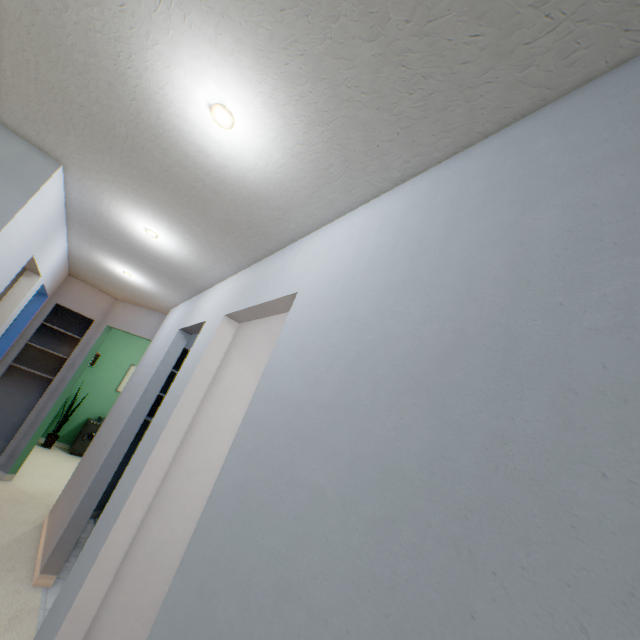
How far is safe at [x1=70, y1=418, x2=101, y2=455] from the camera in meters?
5.9

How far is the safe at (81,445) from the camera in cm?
591

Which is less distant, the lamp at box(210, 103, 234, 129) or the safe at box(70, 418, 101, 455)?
the lamp at box(210, 103, 234, 129)

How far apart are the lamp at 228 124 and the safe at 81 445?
6.8 meters

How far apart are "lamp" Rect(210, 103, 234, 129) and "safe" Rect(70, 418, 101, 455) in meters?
6.8

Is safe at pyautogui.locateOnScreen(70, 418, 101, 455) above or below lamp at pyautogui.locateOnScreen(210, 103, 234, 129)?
below

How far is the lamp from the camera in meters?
1.2

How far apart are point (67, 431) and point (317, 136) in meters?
7.5
